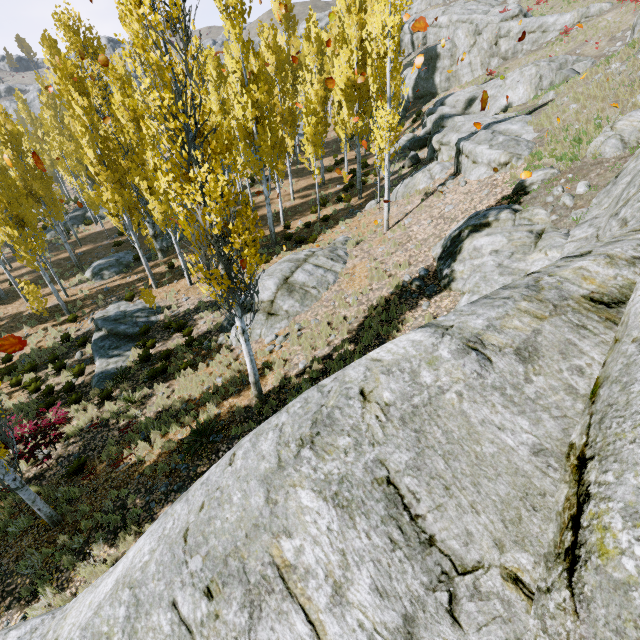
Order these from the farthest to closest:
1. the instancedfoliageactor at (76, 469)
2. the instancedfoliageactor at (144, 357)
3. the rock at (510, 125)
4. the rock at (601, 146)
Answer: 1. the instancedfoliageactor at (144, 357)
2. the rock at (510, 125)
3. the instancedfoliageactor at (76, 469)
4. the rock at (601, 146)

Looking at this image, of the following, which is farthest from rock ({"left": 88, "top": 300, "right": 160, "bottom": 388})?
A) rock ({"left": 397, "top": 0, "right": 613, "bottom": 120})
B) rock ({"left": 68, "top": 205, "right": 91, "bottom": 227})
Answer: rock ({"left": 68, "top": 205, "right": 91, "bottom": 227})

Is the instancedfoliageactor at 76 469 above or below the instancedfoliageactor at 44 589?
below

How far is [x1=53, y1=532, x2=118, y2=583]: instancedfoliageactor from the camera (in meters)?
7.14

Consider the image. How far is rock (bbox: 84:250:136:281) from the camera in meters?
21.2 m

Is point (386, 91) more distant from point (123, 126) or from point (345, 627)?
point (345, 627)

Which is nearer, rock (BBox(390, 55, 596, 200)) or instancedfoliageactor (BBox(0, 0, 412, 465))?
instancedfoliageactor (BBox(0, 0, 412, 465))
